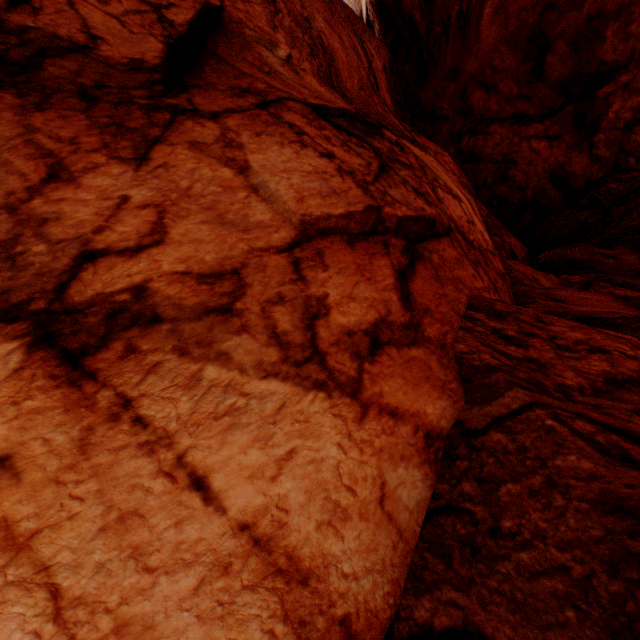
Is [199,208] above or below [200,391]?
above
